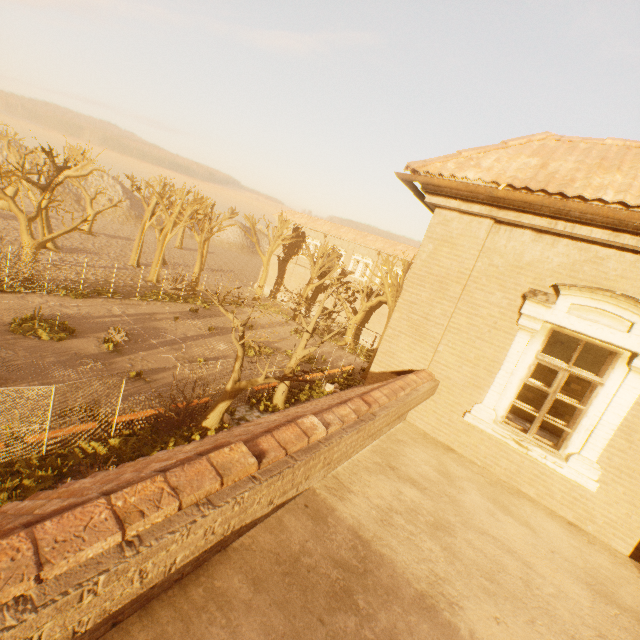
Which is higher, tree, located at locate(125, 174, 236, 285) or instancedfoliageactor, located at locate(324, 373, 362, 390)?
tree, located at locate(125, 174, 236, 285)

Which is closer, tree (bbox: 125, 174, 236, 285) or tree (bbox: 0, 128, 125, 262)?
tree (bbox: 0, 128, 125, 262)

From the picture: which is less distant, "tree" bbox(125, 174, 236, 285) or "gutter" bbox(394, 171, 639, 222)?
"gutter" bbox(394, 171, 639, 222)

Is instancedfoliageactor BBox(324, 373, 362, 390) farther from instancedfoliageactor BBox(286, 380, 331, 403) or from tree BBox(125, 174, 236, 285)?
tree BBox(125, 174, 236, 285)

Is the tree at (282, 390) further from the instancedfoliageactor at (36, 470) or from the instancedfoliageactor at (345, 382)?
the instancedfoliageactor at (36, 470)

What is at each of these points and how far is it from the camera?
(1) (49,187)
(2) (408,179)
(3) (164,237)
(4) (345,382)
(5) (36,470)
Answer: (1) tree, 29.9 meters
(2) gutter, 5.9 meters
(3) tree, 32.4 meters
(4) instancedfoliageactor, 24.9 meters
(5) instancedfoliageactor, 9.6 meters

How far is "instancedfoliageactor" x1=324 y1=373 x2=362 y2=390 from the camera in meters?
23.5 m

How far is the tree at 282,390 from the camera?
13.1 meters
